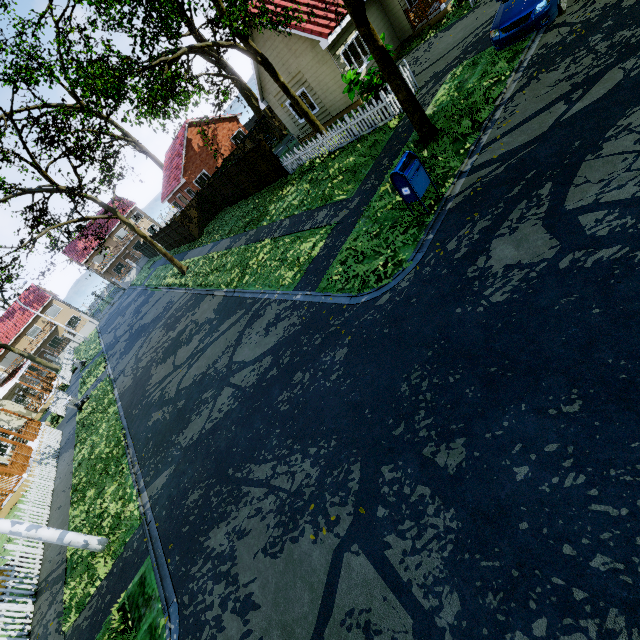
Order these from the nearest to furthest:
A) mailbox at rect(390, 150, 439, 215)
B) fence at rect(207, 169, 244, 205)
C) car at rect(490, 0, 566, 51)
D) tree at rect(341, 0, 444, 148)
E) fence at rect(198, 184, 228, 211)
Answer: mailbox at rect(390, 150, 439, 215), tree at rect(341, 0, 444, 148), car at rect(490, 0, 566, 51), fence at rect(207, 169, 244, 205), fence at rect(198, 184, 228, 211)

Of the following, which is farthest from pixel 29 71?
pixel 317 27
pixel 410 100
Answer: pixel 410 100

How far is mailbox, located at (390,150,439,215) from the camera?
7.04m

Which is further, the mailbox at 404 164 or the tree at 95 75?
the tree at 95 75

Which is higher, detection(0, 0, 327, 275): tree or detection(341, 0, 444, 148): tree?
detection(0, 0, 327, 275): tree

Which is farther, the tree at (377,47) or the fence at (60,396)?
the fence at (60,396)

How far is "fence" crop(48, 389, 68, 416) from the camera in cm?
2177

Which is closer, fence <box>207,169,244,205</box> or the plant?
the plant
